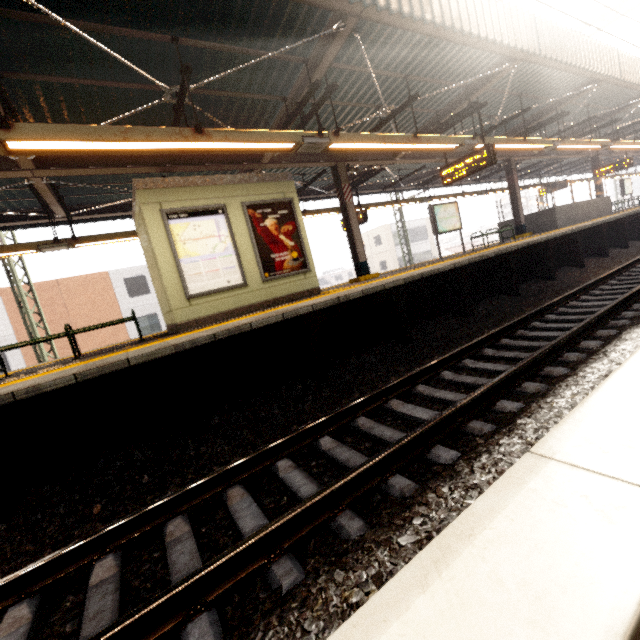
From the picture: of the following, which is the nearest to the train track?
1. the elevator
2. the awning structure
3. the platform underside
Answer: the platform underside

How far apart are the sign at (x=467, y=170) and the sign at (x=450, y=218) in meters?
2.2

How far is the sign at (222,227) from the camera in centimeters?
632cm

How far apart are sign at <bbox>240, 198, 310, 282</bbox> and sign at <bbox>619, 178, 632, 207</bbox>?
26.04m

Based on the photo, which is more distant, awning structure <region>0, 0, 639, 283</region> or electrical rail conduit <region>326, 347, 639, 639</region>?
awning structure <region>0, 0, 639, 283</region>

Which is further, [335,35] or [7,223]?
[7,223]

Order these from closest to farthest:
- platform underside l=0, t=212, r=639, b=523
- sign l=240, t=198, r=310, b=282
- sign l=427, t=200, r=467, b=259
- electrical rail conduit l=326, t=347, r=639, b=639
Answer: electrical rail conduit l=326, t=347, r=639, b=639, platform underside l=0, t=212, r=639, b=523, sign l=240, t=198, r=310, b=282, sign l=427, t=200, r=467, b=259

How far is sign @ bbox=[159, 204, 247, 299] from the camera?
6.3m
